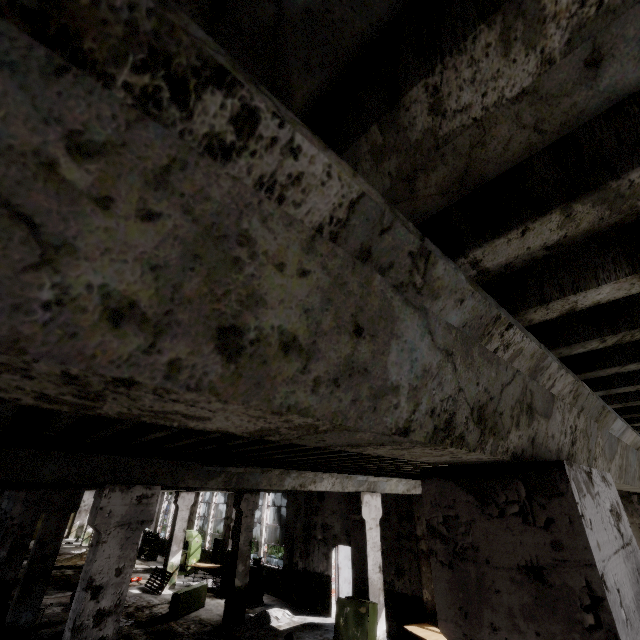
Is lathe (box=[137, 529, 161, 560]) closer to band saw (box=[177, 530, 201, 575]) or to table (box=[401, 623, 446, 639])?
band saw (box=[177, 530, 201, 575])

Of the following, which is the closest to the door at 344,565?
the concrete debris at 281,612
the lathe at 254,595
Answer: the concrete debris at 281,612

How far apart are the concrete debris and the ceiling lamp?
10.3m

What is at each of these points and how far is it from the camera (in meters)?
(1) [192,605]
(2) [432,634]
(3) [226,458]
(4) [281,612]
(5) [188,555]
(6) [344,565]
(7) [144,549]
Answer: (1) cabinet door, 11.88
(2) table, 8.11
(3) ceiling lamp, 3.74
(4) concrete debris, 11.48
(5) band saw, 17.84
(6) door, 12.59
(7) lathe, 21.98

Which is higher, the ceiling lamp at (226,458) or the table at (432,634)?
the ceiling lamp at (226,458)

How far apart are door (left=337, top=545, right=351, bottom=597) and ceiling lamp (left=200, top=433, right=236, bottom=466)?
11.33m

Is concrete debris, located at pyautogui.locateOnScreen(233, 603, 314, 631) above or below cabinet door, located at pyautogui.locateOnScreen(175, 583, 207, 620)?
below

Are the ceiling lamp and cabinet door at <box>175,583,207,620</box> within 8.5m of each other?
no
